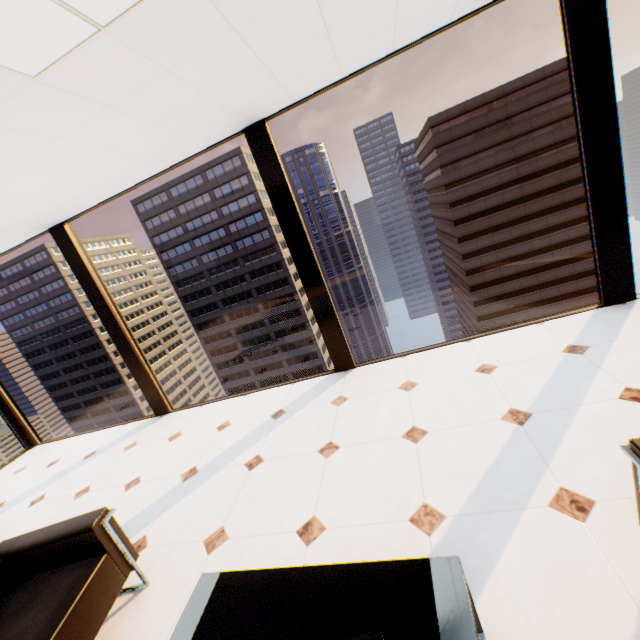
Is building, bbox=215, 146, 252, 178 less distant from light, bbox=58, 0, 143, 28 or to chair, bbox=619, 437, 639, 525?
light, bbox=58, 0, 143, 28

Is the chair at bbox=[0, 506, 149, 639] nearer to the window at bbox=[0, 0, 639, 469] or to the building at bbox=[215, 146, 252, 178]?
the window at bbox=[0, 0, 639, 469]

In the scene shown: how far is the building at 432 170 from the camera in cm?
4769

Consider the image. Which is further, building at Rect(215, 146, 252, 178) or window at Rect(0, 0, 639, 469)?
building at Rect(215, 146, 252, 178)

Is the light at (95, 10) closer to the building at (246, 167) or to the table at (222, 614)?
the table at (222, 614)

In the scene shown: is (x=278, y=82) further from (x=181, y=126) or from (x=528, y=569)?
(x=528, y=569)

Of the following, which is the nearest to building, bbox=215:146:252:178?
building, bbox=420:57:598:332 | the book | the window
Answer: building, bbox=420:57:598:332

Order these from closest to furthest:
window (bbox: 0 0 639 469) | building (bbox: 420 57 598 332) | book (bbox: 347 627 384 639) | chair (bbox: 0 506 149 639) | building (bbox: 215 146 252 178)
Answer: book (bbox: 347 627 384 639) → chair (bbox: 0 506 149 639) → window (bbox: 0 0 639 469) → building (bbox: 420 57 598 332) → building (bbox: 215 146 252 178)
